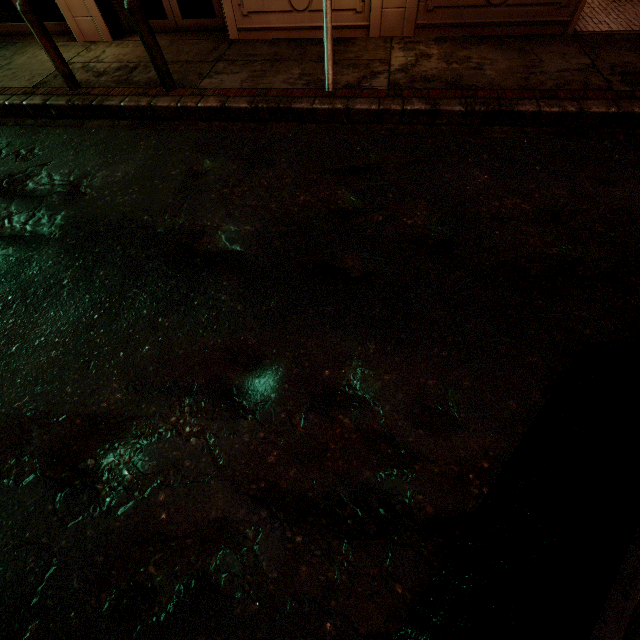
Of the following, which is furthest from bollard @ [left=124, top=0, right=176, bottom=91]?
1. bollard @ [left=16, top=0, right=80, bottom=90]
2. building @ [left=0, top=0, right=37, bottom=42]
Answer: building @ [left=0, top=0, right=37, bottom=42]

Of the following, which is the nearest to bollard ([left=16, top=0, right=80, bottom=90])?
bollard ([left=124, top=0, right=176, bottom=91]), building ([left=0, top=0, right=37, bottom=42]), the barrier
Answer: bollard ([left=124, top=0, right=176, bottom=91])

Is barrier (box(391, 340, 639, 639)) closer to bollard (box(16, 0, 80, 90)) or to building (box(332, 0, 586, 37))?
building (box(332, 0, 586, 37))

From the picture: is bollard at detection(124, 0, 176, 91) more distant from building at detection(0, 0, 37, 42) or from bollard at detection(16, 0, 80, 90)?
building at detection(0, 0, 37, 42)

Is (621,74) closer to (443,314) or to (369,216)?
(369,216)

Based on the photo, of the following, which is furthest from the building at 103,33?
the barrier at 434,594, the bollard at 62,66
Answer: the barrier at 434,594

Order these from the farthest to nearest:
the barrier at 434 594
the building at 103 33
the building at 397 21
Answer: the building at 103 33 → the building at 397 21 → the barrier at 434 594

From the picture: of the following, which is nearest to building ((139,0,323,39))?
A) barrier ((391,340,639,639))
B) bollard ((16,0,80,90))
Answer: bollard ((16,0,80,90))
